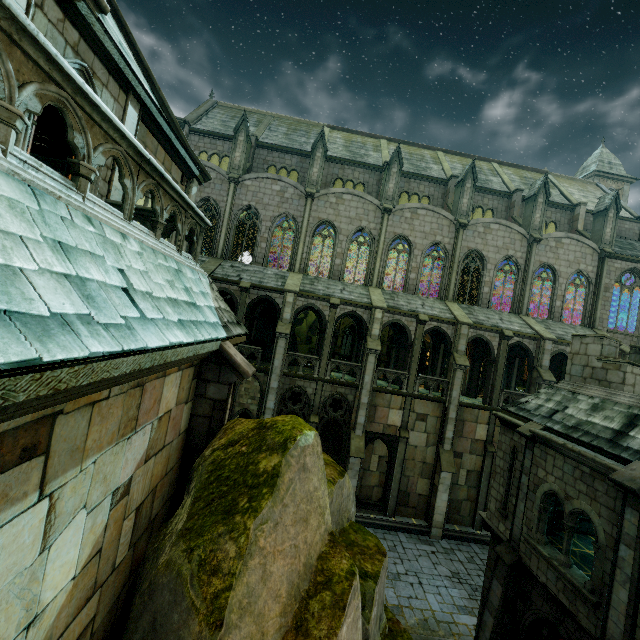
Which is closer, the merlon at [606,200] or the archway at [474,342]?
the archway at [474,342]

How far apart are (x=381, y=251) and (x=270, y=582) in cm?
2298

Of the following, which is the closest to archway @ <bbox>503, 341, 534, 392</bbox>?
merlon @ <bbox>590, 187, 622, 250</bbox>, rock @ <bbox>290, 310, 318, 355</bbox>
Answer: merlon @ <bbox>590, 187, 622, 250</bbox>

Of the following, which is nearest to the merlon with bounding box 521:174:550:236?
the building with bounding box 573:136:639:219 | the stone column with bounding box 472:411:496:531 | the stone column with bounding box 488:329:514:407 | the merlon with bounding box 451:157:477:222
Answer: the merlon with bounding box 451:157:477:222

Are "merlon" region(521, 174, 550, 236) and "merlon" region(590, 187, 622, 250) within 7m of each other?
yes

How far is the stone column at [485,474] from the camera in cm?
2145

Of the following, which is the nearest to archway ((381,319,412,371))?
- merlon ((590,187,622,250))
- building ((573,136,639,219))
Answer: merlon ((590,187,622,250))

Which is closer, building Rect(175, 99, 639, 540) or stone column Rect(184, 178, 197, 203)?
stone column Rect(184, 178, 197, 203)
